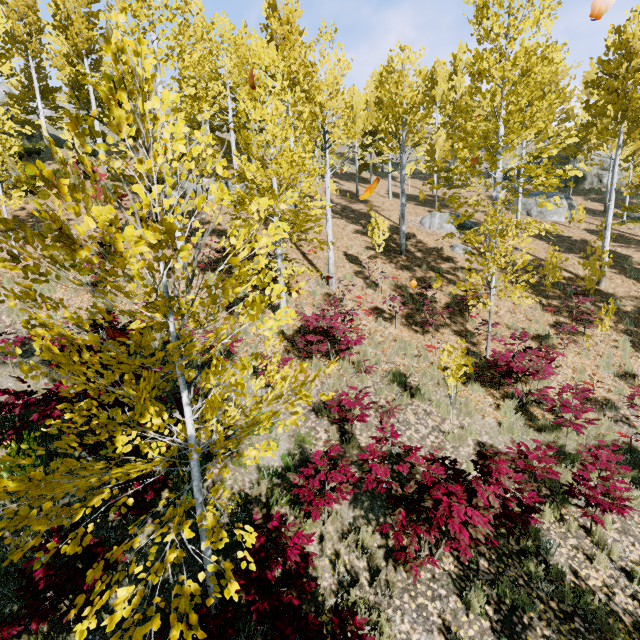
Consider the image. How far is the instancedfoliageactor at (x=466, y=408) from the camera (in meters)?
7.95

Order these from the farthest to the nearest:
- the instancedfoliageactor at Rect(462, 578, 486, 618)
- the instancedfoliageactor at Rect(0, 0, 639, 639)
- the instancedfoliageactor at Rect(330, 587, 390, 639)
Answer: the instancedfoliageactor at Rect(462, 578, 486, 618)
the instancedfoliageactor at Rect(330, 587, 390, 639)
the instancedfoliageactor at Rect(0, 0, 639, 639)

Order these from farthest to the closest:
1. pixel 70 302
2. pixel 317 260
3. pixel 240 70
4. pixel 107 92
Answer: pixel 240 70, pixel 317 260, pixel 107 92, pixel 70 302

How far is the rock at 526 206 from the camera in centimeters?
2177cm

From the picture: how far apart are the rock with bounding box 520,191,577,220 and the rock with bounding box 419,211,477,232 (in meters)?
5.16

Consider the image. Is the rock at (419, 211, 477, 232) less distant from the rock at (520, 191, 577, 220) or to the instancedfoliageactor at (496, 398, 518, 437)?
the rock at (520, 191, 577, 220)

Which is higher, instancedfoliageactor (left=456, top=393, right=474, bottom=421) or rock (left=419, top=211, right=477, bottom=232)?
rock (left=419, top=211, right=477, bottom=232)
